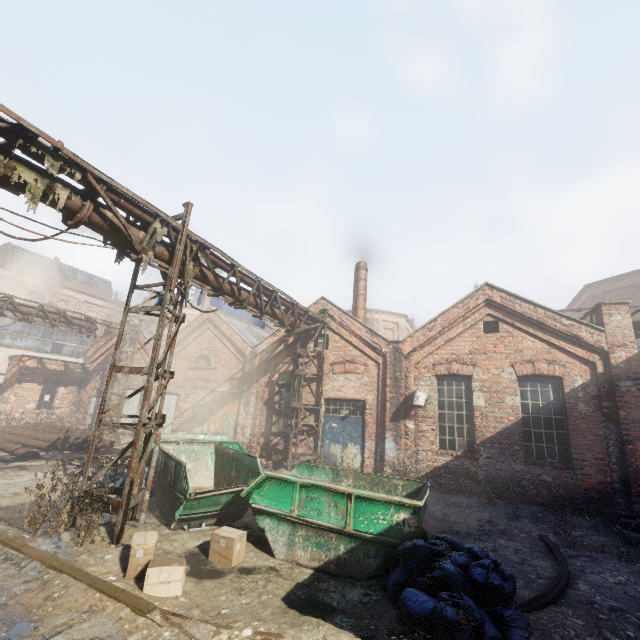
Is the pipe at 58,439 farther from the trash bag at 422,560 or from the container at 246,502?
the trash bag at 422,560

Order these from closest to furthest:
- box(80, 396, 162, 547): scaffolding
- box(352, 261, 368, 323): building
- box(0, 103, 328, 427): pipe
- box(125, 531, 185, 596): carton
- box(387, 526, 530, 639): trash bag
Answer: box(387, 526, 530, 639): trash bag → box(125, 531, 185, 596): carton → box(0, 103, 328, 427): pipe → box(80, 396, 162, 547): scaffolding → box(352, 261, 368, 323): building

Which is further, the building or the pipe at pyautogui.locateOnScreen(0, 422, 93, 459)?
the building

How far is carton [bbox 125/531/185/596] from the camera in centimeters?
452cm

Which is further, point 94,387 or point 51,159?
point 94,387

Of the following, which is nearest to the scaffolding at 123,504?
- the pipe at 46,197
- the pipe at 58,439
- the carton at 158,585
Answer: the pipe at 46,197

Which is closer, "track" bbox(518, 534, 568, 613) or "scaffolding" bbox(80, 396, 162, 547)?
"track" bbox(518, 534, 568, 613)

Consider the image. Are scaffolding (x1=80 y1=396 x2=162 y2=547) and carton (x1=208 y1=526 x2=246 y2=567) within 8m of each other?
yes
